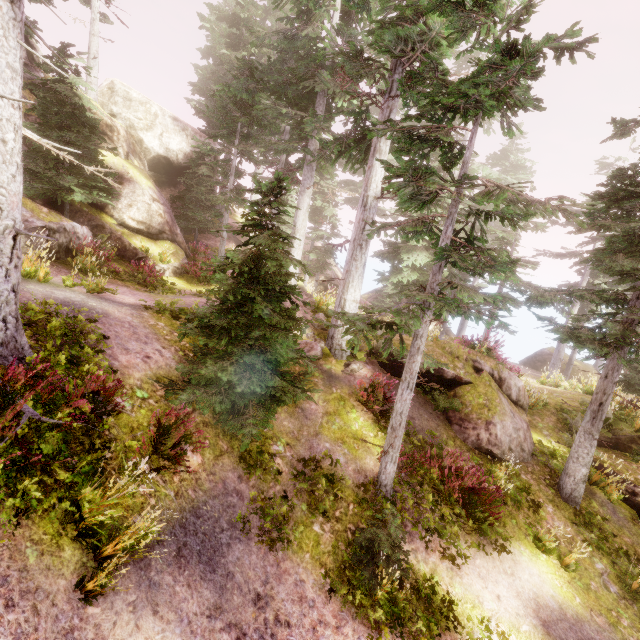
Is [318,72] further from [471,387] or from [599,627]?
[599,627]

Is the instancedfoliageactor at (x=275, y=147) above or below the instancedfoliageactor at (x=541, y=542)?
above

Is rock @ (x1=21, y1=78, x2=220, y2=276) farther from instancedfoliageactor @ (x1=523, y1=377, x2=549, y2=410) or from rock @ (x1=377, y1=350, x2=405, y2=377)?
rock @ (x1=377, y1=350, x2=405, y2=377)

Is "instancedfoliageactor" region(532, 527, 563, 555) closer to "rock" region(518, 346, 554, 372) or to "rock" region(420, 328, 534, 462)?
"rock" region(420, 328, 534, 462)

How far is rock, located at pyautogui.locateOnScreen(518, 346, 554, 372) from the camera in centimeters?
3250cm

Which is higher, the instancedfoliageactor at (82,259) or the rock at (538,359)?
the instancedfoliageactor at (82,259)

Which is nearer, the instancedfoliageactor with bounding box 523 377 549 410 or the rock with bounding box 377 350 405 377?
the rock with bounding box 377 350 405 377

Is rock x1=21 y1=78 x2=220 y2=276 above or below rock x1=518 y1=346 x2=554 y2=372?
above
